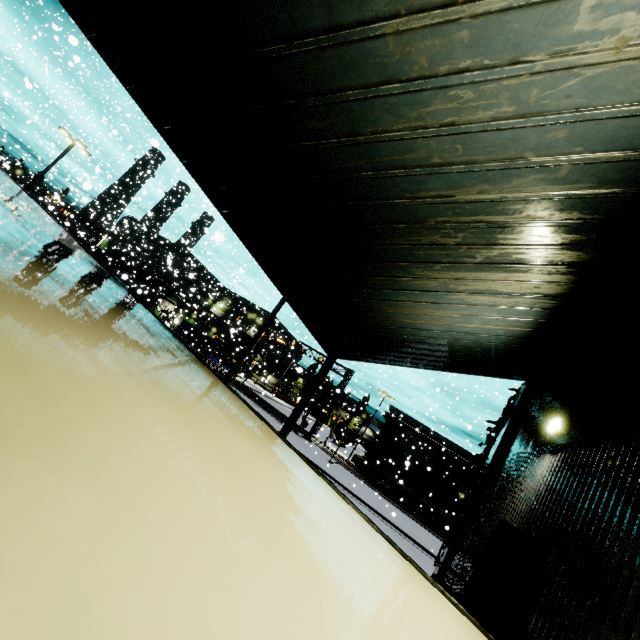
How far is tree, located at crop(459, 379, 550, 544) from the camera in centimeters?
766cm

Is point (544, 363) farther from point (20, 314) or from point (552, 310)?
point (20, 314)

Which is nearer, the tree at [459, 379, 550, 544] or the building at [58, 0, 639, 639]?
the building at [58, 0, 639, 639]

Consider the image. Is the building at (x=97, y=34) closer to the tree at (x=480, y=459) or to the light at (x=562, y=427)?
the tree at (x=480, y=459)

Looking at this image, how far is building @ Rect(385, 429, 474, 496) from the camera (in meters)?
48.22

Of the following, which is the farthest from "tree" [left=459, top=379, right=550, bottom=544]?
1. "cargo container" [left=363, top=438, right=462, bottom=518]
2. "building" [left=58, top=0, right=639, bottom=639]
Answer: "cargo container" [left=363, top=438, right=462, bottom=518]

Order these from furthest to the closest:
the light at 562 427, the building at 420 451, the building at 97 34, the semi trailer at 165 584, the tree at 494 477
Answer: the building at 420 451, the tree at 494 477, the light at 562 427, the building at 97 34, the semi trailer at 165 584
